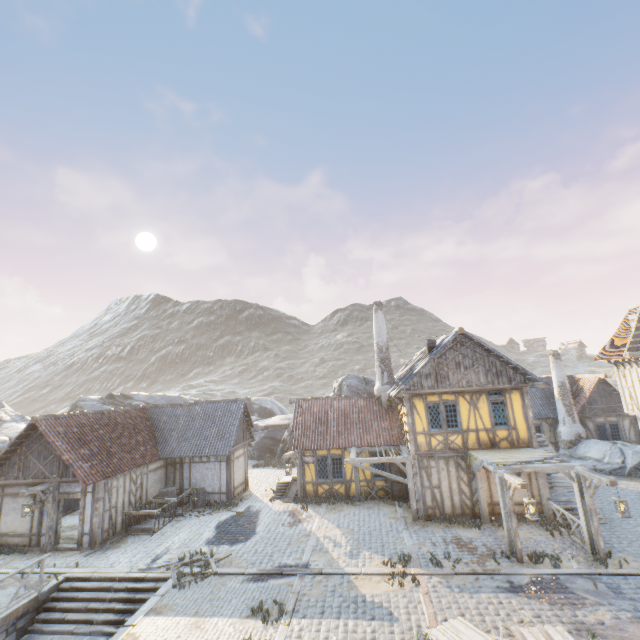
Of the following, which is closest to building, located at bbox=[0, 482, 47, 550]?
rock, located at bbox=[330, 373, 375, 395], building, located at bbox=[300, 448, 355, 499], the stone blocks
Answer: the stone blocks

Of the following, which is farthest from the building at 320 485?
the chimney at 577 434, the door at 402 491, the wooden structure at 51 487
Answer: the chimney at 577 434

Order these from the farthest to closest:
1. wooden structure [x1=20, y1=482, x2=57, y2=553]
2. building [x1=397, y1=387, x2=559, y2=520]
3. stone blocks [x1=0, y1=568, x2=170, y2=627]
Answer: building [x1=397, y1=387, x2=559, y2=520]
wooden structure [x1=20, y1=482, x2=57, y2=553]
stone blocks [x1=0, y1=568, x2=170, y2=627]

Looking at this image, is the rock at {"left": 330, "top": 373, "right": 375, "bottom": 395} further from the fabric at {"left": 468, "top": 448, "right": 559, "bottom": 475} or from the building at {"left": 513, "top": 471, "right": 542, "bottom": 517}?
the fabric at {"left": 468, "top": 448, "right": 559, "bottom": 475}

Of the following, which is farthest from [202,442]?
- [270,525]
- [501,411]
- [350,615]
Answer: [501,411]

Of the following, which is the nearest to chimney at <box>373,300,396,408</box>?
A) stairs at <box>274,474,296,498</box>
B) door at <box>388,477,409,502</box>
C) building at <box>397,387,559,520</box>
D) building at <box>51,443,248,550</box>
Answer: building at <box>397,387,559,520</box>

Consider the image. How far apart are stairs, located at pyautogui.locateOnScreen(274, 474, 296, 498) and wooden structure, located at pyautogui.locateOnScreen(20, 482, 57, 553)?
10.7 meters

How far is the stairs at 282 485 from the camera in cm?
1970
